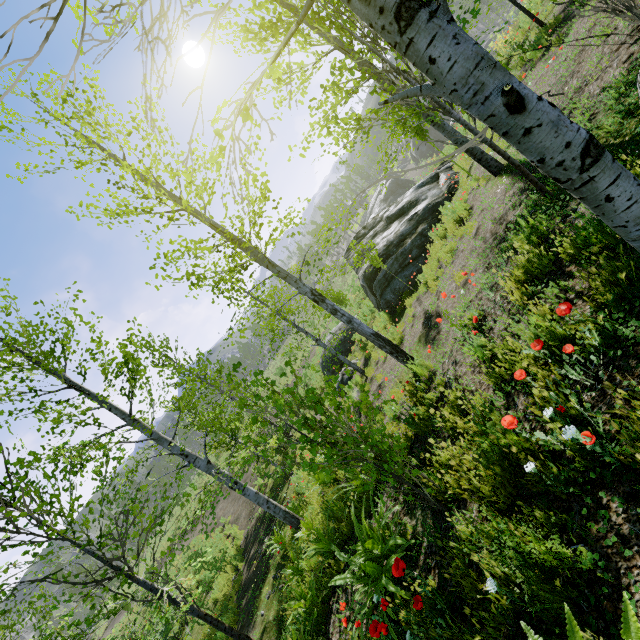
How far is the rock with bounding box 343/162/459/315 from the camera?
11.0m

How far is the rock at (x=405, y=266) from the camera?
11.0m

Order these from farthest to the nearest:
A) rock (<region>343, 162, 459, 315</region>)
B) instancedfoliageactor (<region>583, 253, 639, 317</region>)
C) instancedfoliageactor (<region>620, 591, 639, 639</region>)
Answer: rock (<region>343, 162, 459, 315</region>) < instancedfoliageactor (<region>583, 253, 639, 317</region>) < instancedfoliageactor (<region>620, 591, 639, 639</region>)

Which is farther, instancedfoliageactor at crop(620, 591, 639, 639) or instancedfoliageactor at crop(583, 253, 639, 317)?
instancedfoliageactor at crop(583, 253, 639, 317)

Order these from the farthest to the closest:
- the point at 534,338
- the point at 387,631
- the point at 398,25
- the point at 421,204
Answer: the point at 421,204, the point at 534,338, the point at 387,631, the point at 398,25

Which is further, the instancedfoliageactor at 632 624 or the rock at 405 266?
the rock at 405 266

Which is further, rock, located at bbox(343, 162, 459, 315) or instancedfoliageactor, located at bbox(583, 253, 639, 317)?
rock, located at bbox(343, 162, 459, 315)
